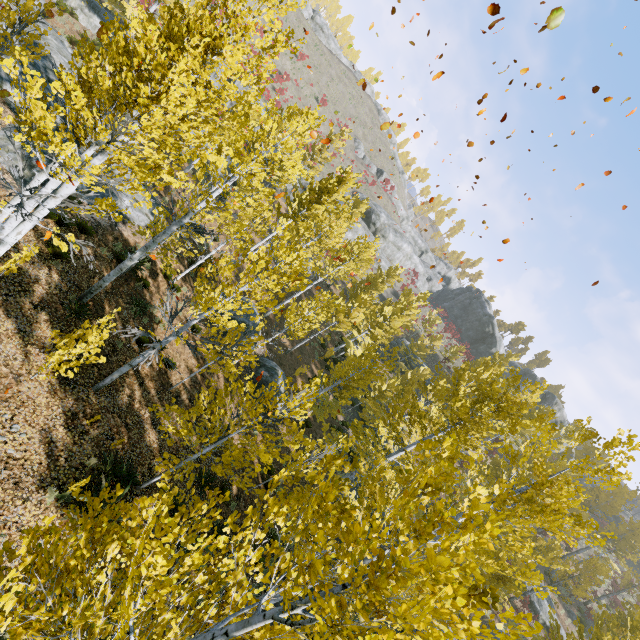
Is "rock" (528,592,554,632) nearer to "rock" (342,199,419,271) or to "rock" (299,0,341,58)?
"rock" (342,199,419,271)

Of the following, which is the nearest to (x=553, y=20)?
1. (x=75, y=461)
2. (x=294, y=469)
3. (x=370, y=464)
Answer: (x=75, y=461)

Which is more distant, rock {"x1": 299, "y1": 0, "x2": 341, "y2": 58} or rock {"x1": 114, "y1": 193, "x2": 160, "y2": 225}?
rock {"x1": 299, "y1": 0, "x2": 341, "y2": 58}

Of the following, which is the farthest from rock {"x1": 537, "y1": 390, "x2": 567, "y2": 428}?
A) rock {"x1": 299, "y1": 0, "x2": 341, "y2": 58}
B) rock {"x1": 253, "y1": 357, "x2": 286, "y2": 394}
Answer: rock {"x1": 253, "y1": 357, "x2": 286, "y2": 394}

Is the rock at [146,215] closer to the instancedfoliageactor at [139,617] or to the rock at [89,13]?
the instancedfoliageactor at [139,617]

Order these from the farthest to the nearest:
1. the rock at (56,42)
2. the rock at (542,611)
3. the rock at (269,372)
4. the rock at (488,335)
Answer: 1. the rock at (488,335)
2. the rock at (542,611)
3. the rock at (269,372)
4. the rock at (56,42)

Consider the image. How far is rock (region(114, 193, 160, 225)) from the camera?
15.15m
